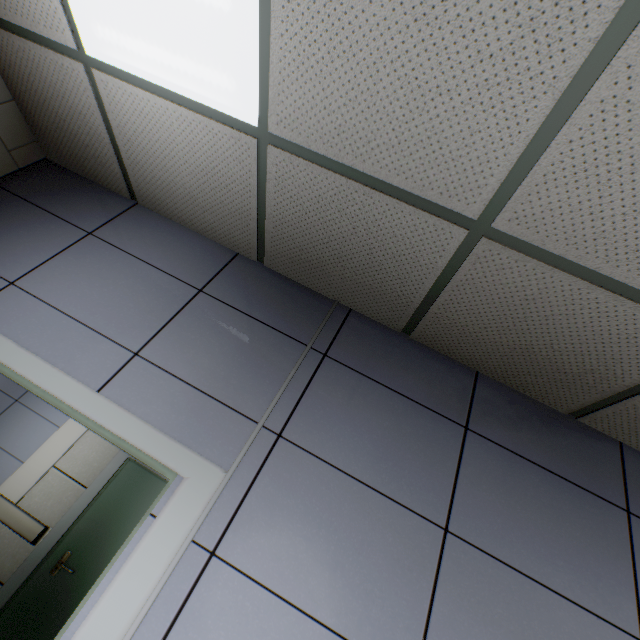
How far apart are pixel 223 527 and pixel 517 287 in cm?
155
